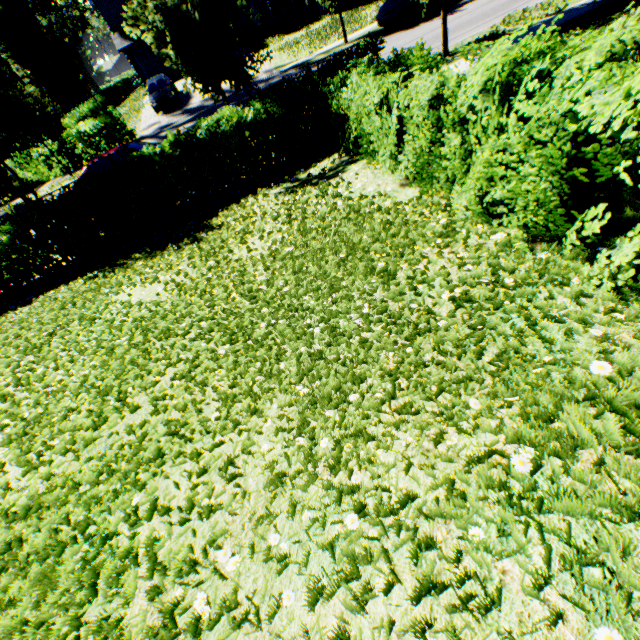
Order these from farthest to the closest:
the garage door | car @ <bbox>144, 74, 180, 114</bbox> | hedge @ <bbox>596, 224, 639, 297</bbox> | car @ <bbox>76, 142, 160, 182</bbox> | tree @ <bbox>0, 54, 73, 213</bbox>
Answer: the garage door → car @ <bbox>144, 74, 180, 114</bbox> → car @ <bbox>76, 142, 160, 182</bbox> → tree @ <bbox>0, 54, 73, 213</bbox> → hedge @ <bbox>596, 224, 639, 297</bbox>

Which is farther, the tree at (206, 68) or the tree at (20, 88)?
the tree at (20, 88)

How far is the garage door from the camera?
29.1 meters

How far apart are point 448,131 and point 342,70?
5.6m

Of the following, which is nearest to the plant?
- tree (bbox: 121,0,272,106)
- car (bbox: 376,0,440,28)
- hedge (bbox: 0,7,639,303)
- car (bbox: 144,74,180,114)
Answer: tree (bbox: 121,0,272,106)

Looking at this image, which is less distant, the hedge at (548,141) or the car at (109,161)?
the hedge at (548,141)

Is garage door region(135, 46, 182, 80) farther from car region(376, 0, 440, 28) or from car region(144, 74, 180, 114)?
car region(376, 0, 440, 28)

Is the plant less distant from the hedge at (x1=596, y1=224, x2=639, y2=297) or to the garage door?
the garage door
